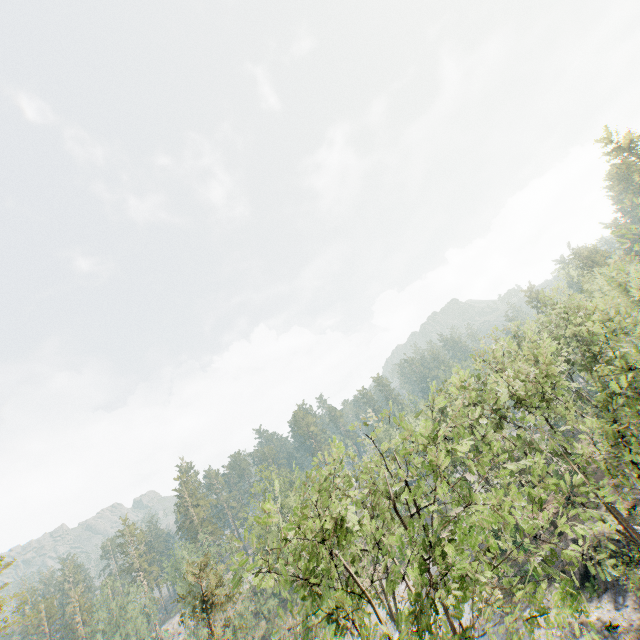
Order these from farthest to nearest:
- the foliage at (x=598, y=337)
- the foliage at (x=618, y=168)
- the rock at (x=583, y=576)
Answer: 1. the foliage at (x=618, y=168)
2. the rock at (x=583, y=576)
3. the foliage at (x=598, y=337)

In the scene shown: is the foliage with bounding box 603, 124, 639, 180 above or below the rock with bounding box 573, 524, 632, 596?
above

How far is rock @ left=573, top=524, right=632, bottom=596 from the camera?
24.84m

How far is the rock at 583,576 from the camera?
24.8m

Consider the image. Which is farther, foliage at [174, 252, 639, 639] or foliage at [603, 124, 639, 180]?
foliage at [603, 124, 639, 180]

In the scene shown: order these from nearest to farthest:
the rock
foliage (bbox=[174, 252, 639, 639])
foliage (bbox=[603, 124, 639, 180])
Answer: foliage (bbox=[174, 252, 639, 639]) < the rock < foliage (bbox=[603, 124, 639, 180])

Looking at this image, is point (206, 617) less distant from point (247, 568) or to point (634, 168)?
point (247, 568)

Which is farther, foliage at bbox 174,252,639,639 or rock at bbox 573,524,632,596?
rock at bbox 573,524,632,596
